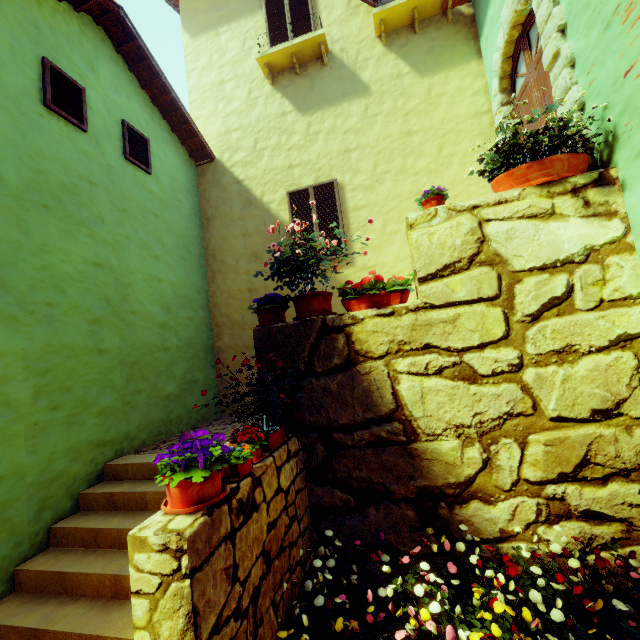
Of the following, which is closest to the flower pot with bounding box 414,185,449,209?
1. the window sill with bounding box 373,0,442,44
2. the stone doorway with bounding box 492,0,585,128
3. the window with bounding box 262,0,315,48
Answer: the stone doorway with bounding box 492,0,585,128

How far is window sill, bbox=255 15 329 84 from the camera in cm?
654

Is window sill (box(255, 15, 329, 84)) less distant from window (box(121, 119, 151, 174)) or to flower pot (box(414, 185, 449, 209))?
window (box(121, 119, 151, 174))

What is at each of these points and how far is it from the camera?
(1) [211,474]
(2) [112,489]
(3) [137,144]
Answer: (1) flower pot, 2.10m
(2) stair, 3.86m
(3) window, 5.71m

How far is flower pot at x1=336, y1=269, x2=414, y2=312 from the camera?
3.59m

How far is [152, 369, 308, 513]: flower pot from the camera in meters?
2.0 m

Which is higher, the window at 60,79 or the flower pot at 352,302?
the window at 60,79

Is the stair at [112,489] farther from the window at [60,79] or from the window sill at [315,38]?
the window sill at [315,38]
